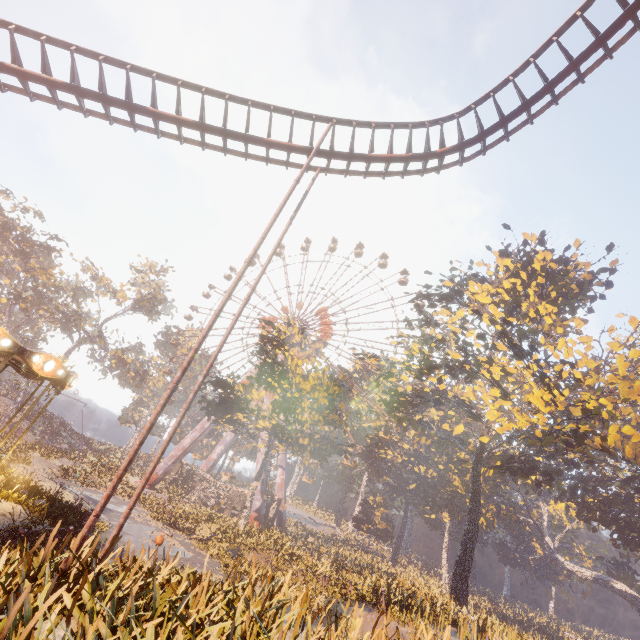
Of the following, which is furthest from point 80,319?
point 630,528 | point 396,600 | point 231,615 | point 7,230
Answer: point 630,528

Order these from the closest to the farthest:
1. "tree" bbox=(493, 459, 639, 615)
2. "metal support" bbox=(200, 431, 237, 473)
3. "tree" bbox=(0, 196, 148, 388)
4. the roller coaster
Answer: the roller coaster, "tree" bbox=(493, 459, 639, 615), "tree" bbox=(0, 196, 148, 388), "metal support" bbox=(200, 431, 237, 473)

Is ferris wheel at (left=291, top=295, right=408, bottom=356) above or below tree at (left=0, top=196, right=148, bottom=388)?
above

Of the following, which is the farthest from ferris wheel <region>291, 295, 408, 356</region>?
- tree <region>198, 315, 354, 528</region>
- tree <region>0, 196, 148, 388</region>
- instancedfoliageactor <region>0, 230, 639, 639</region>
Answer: tree <region>0, 196, 148, 388</region>

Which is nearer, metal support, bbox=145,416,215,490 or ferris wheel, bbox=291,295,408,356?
metal support, bbox=145,416,215,490

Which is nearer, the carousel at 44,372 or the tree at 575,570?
the carousel at 44,372

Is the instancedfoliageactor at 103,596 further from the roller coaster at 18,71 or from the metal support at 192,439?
the metal support at 192,439

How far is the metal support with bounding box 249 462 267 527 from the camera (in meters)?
33.66
